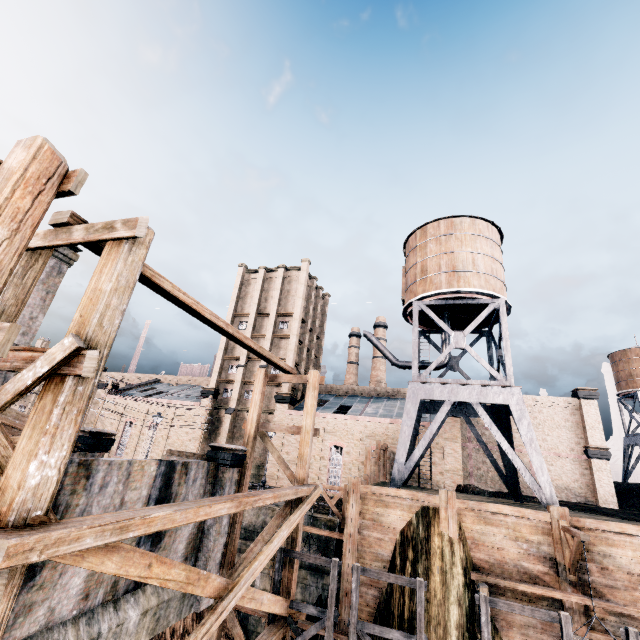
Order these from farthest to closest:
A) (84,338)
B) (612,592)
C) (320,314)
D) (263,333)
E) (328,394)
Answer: (320,314), (328,394), (263,333), (612,592), (84,338)

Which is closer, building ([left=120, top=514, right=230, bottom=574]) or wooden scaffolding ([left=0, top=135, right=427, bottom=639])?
wooden scaffolding ([left=0, top=135, right=427, bottom=639])

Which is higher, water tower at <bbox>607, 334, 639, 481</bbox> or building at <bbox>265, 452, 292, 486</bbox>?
water tower at <bbox>607, 334, 639, 481</bbox>

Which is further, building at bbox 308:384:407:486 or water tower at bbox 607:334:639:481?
water tower at bbox 607:334:639:481

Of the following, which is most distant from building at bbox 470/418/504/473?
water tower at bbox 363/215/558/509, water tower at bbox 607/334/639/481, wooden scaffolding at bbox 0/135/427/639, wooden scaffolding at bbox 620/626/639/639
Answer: wooden scaffolding at bbox 620/626/639/639

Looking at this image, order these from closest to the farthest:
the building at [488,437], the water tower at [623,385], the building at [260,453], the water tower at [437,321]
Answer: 1. the water tower at [437,321]
2. the building at [260,453]
3. the building at [488,437]
4. the water tower at [623,385]

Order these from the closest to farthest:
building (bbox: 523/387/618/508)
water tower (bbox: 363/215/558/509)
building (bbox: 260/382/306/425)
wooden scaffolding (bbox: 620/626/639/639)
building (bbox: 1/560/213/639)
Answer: building (bbox: 1/560/213/639), wooden scaffolding (bbox: 620/626/639/639), water tower (bbox: 363/215/558/509), building (bbox: 523/387/618/508), building (bbox: 260/382/306/425)

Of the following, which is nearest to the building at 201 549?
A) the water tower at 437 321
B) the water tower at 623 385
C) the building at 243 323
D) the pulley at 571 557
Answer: the water tower at 437 321
